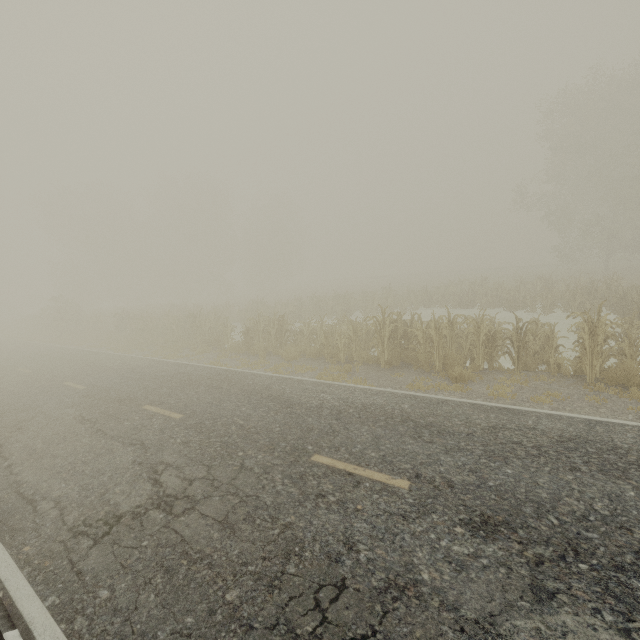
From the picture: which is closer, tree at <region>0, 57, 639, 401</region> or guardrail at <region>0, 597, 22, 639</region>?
guardrail at <region>0, 597, 22, 639</region>

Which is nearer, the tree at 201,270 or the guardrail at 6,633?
the guardrail at 6,633

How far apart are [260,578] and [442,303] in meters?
22.3
